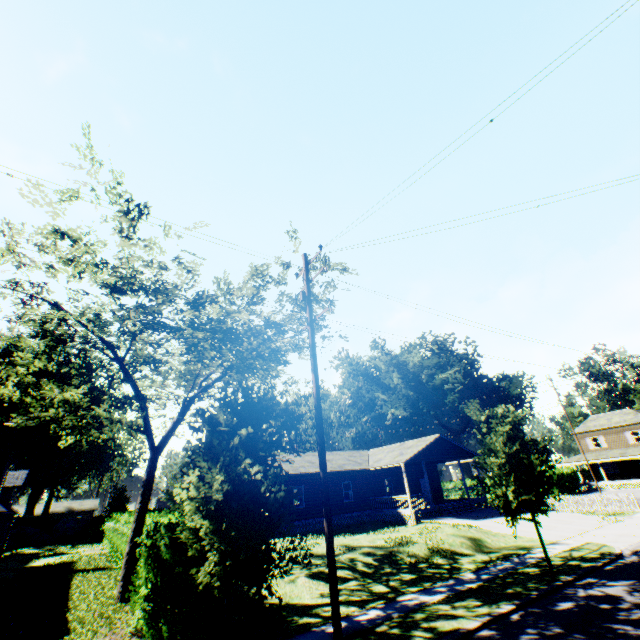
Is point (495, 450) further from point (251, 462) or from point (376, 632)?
point (251, 462)

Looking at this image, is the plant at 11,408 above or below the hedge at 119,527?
above

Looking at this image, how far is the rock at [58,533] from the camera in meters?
37.2

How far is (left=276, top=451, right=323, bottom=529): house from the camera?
25.7m

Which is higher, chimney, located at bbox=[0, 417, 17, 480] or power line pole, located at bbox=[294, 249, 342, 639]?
power line pole, located at bbox=[294, 249, 342, 639]

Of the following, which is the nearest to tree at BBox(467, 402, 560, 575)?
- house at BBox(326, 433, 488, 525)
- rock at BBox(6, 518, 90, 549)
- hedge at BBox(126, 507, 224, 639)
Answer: hedge at BBox(126, 507, 224, 639)

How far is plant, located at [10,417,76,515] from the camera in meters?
45.1

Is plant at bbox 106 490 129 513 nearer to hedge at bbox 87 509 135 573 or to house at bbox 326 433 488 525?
hedge at bbox 87 509 135 573
